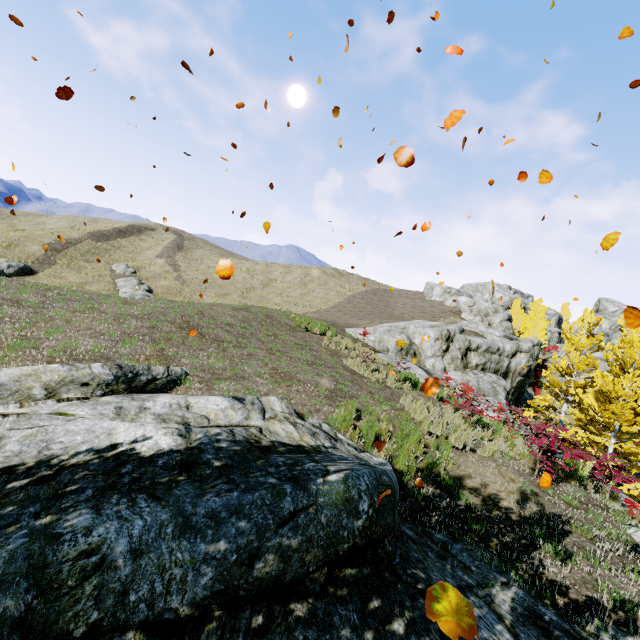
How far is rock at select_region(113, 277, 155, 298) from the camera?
29.47m

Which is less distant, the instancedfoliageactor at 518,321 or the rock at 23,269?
Answer: the rock at 23,269

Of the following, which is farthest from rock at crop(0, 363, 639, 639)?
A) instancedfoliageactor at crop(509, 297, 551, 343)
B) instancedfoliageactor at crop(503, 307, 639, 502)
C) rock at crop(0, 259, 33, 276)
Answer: instancedfoliageactor at crop(509, 297, 551, 343)

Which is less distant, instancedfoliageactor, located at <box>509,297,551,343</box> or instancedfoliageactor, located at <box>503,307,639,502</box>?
instancedfoliageactor, located at <box>503,307,639,502</box>

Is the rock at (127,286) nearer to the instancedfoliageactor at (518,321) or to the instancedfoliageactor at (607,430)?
the instancedfoliageactor at (607,430)

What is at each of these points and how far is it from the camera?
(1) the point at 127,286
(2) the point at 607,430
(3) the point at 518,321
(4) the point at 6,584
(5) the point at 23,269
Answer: (1) rock, 38.66m
(2) instancedfoliageactor, 16.27m
(3) instancedfoliageactor, 53.44m
(4) rock, 1.84m
(5) rock, 34.28m

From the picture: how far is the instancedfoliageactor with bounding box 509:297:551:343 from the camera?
42.94m

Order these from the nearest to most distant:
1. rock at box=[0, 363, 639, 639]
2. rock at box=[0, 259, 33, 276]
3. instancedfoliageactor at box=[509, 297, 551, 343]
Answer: rock at box=[0, 363, 639, 639] → rock at box=[0, 259, 33, 276] → instancedfoliageactor at box=[509, 297, 551, 343]
